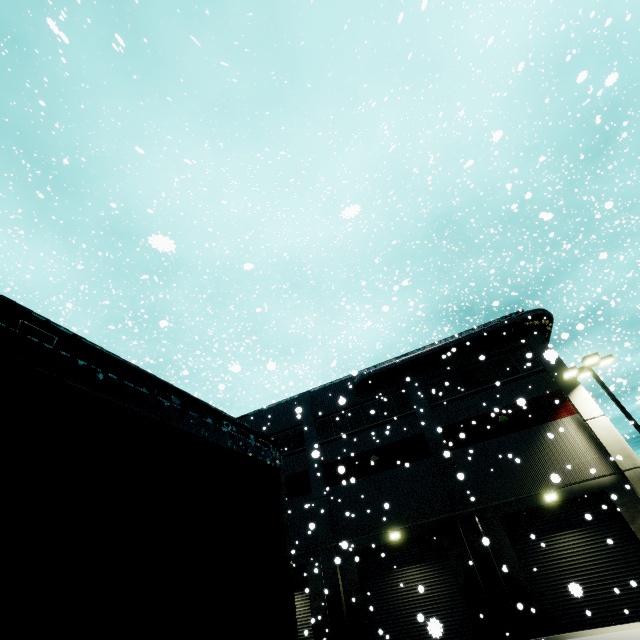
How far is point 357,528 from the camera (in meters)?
18.59

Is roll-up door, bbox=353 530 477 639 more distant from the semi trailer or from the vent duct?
the vent duct

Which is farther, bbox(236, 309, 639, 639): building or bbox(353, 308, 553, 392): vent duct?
bbox(353, 308, 553, 392): vent duct

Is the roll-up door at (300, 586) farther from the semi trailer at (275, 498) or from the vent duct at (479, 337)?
the vent duct at (479, 337)

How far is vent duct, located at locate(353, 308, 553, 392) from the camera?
19.9m

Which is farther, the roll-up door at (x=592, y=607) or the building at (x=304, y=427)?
the building at (x=304, y=427)

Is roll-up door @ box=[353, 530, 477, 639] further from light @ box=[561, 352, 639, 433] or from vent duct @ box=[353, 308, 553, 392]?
vent duct @ box=[353, 308, 553, 392]
